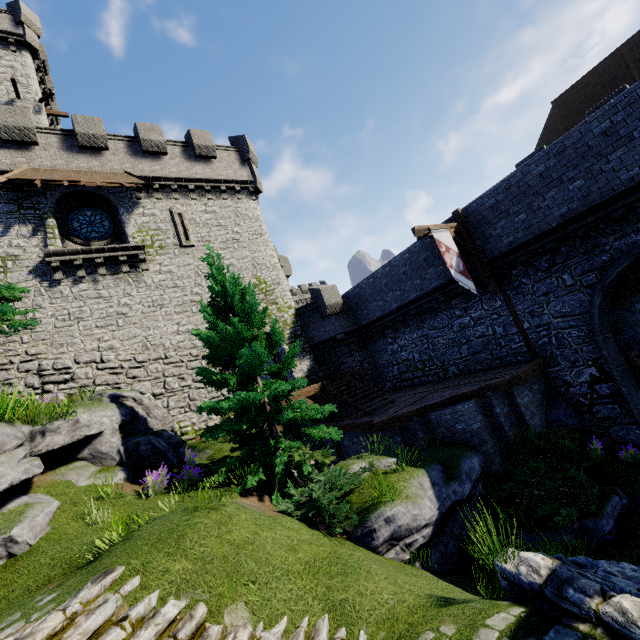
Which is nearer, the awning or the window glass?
the awning

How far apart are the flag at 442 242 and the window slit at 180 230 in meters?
12.7

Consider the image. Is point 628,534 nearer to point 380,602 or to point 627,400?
point 627,400

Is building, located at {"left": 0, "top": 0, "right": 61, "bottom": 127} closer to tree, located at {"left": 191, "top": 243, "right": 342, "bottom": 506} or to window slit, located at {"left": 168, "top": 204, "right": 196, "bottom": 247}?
window slit, located at {"left": 168, "top": 204, "right": 196, "bottom": 247}

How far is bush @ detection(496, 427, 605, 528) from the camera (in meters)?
7.75

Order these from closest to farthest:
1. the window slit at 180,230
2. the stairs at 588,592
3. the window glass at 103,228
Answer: the stairs at 588,592, the window glass at 103,228, the window slit at 180,230

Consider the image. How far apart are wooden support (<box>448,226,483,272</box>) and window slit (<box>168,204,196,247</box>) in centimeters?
1347cm

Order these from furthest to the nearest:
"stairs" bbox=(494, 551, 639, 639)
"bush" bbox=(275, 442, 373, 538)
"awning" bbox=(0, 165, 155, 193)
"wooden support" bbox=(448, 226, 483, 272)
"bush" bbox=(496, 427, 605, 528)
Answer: "awning" bbox=(0, 165, 155, 193), "wooden support" bbox=(448, 226, 483, 272), "bush" bbox=(496, 427, 605, 528), "bush" bbox=(275, 442, 373, 538), "stairs" bbox=(494, 551, 639, 639)
